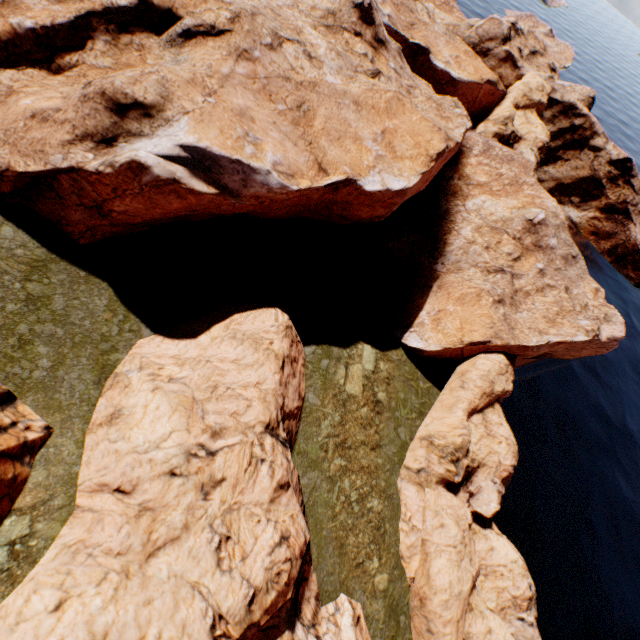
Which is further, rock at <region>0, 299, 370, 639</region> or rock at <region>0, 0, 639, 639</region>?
rock at <region>0, 0, 639, 639</region>

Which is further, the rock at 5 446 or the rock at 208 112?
the rock at 208 112

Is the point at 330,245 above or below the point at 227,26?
below
